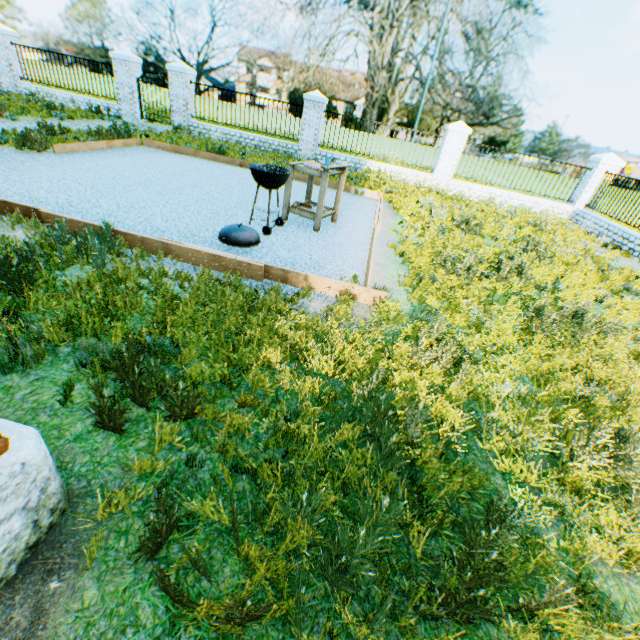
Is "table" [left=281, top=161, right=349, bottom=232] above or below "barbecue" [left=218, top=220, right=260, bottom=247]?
above

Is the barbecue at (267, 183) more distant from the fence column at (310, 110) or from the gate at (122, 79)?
the gate at (122, 79)

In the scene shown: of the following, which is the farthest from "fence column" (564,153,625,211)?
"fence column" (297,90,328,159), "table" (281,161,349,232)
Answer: "table" (281,161,349,232)

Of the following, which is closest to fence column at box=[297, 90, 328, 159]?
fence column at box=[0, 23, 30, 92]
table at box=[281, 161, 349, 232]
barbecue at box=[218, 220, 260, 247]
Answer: table at box=[281, 161, 349, 232]

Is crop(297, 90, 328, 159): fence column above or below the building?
above

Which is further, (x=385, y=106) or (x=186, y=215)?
(x=385, y=106)

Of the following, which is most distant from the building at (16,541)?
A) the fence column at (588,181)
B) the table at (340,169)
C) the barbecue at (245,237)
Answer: the fence column at (588,181)

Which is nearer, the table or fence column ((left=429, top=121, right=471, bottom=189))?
the table
